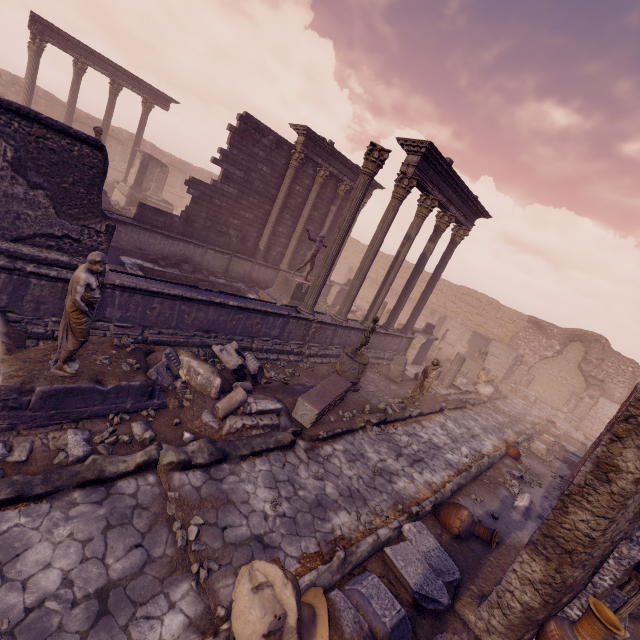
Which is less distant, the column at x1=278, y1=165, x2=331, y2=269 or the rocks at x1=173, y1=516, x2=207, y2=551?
the rocks at x1=173, y1=516, x2=207, y2=551

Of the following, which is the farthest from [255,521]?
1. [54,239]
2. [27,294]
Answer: [54,239]

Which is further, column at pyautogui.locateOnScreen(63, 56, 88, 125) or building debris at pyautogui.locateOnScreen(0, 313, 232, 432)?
column at pyautogui.locateOnScreen(63, 56, 88, 125)

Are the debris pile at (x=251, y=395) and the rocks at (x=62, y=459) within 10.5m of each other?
yes

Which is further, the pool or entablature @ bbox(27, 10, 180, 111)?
entablature @ bbox(27, 10, 180, 111)

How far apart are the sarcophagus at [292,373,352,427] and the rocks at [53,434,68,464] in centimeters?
413cm

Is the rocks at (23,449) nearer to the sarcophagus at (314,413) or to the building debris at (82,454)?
the building debris at (82,454)

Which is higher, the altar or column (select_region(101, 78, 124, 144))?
column (select_region(101, 78, 124, 144))
